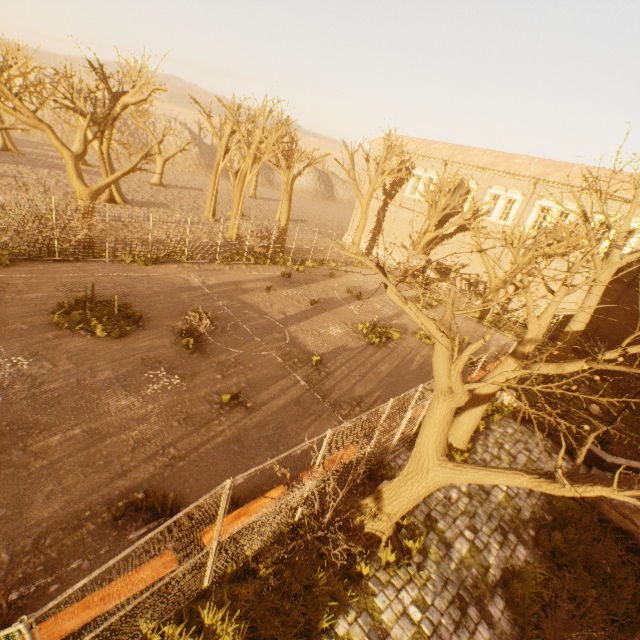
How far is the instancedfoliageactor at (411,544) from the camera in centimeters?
675cm

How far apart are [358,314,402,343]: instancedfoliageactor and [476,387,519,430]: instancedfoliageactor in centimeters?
435cm

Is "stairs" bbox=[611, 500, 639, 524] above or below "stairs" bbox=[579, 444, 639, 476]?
above

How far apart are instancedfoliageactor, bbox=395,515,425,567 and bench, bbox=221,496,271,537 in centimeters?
271cm

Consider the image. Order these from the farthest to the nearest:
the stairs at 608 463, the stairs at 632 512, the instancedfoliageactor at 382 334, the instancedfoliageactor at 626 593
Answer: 1. the instancedfoliageactor at 382 334
2. the stairs at 608 463
3. the stairs at 632 512
4. the instancedfoliageactor at 626 593

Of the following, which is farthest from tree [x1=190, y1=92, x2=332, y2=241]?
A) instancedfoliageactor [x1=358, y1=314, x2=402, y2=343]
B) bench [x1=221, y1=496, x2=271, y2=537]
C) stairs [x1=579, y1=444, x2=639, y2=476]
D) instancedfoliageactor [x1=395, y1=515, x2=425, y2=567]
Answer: instancedfoliageactor [x1=358, y1=314, x2=402, y2=343]

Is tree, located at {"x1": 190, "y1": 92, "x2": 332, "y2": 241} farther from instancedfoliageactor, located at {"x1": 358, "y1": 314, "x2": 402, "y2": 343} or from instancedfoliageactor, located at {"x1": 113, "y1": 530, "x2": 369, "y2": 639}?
instancedfoliageactor, located at {"x1": 358, "y1": 314, "x2": 402, "y2": 343}

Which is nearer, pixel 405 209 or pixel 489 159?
pixel 489 159
